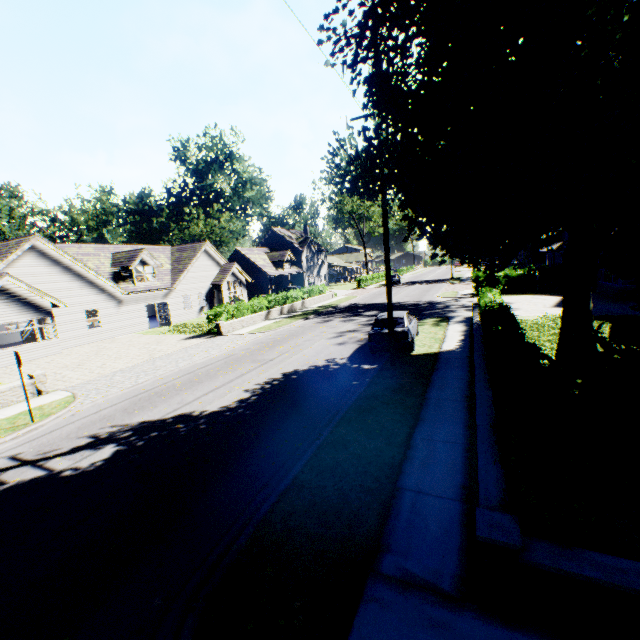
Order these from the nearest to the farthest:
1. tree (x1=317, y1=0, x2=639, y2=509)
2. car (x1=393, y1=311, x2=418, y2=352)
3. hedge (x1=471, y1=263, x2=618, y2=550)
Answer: hedge (x1=471, y1=263, x2=618, y2=550) < tree (x1=317, y1=0, x2=639, y2=509) < car (x1=393, y1=311, x2=418, y2=352)

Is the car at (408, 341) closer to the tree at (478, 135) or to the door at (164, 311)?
the tree at (478, 135)

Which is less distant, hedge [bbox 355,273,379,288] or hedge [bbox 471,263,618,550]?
hedge [bbox 471,263,618,550]

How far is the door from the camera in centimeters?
2883cm

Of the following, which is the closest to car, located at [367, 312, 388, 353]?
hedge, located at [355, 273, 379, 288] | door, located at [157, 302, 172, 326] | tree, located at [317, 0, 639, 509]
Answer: tree, located at [317, 0, 639, 509]

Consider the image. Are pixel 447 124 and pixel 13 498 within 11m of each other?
no

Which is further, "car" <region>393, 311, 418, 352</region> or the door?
the door

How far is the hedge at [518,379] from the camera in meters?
3.5
